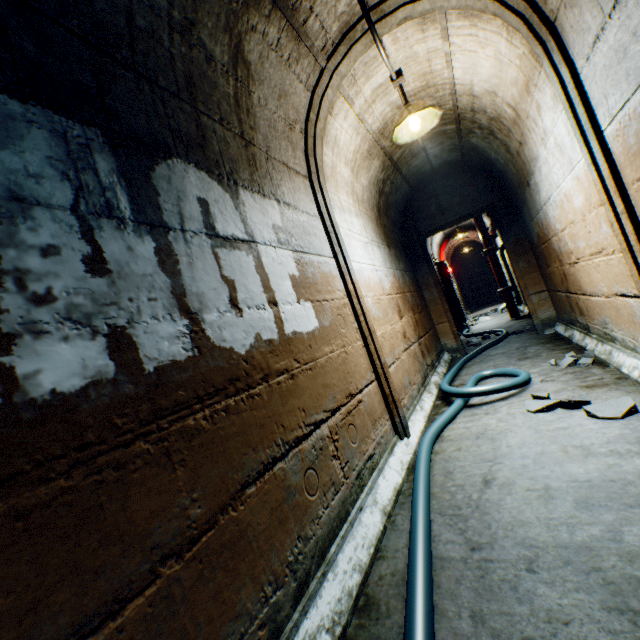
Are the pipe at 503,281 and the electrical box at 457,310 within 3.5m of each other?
yes

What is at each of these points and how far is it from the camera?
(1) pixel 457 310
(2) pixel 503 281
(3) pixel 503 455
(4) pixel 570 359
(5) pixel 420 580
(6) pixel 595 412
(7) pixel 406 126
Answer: (1) electrical box, 8.5 meters
(2) pipe, 7.9 meters
(3) building tunnel, 2.0 meters
(4) rock, 3.2 meters
(5) cable, 1.2 meters
(6) rock, 2.0 meters
(7) ceiling light, 3.0 meters

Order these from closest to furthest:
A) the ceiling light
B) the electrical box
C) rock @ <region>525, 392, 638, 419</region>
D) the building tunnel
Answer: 1. the building tunnel
2. rock @ <region>525, 392, 638, 419</region>
3. the ceiling light
4. the electrical box

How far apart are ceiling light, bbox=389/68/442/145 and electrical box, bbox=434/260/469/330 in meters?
5.9 m

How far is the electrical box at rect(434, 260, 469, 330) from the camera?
8.44m

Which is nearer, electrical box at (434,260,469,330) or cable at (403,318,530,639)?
cable at (403,318,530,639)

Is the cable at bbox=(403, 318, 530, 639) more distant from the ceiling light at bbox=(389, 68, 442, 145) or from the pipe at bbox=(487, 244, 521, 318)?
the ceiling light at bbox=(389, 68, 442, 145)

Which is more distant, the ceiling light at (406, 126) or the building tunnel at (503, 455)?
the ceiling light at (406, 126)
